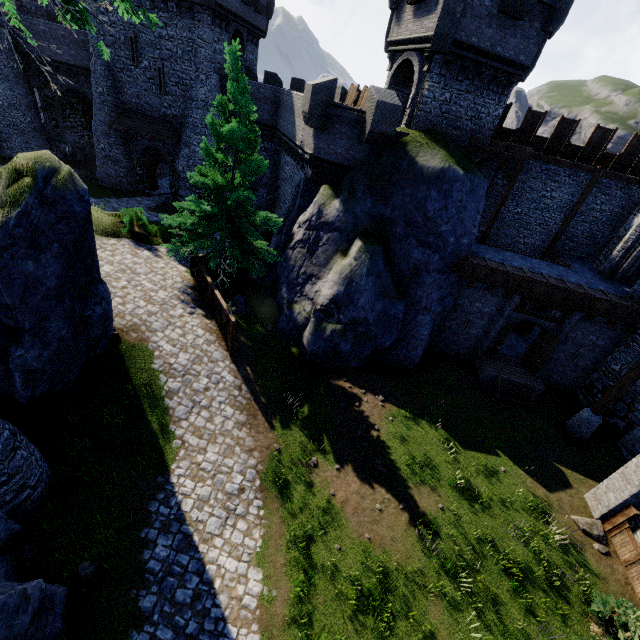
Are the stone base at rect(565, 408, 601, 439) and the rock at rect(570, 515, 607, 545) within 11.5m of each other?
yes

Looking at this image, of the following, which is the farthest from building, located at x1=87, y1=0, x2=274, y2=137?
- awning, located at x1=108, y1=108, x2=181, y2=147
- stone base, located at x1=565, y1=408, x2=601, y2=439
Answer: stone base, located at x1=565, y1=408, x2=601, y2=439

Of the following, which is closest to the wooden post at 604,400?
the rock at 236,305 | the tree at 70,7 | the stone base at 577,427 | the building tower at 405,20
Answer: the stone base at 577,427

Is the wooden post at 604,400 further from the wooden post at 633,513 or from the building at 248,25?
the building at 248,25

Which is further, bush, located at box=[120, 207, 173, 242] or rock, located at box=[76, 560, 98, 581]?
bush, located at box=[120, 207, 173, 242]

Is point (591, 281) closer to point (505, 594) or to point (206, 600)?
point (505, 594)

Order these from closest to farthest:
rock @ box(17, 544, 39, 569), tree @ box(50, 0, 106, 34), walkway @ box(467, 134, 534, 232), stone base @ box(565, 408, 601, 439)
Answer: tree @ box(50, 0, 106, 34)
rock @ box(17, 544, 39, 569)
stone base @ box(565, 408, 601, 439)
walkway @ box(467, 134, 534, 232)

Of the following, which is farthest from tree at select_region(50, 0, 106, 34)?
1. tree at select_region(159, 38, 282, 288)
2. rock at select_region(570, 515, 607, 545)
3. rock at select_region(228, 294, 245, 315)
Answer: rock at select_region(570, 515, 607, 545)
